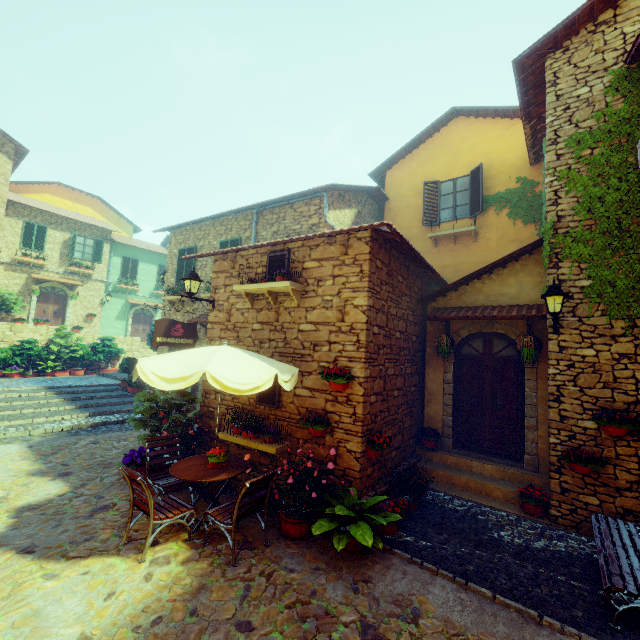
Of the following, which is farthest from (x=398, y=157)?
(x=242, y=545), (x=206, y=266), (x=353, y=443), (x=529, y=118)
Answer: (x=242, y=545)

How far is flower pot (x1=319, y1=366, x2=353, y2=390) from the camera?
5.4 meters

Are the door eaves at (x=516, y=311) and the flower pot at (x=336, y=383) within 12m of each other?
yes

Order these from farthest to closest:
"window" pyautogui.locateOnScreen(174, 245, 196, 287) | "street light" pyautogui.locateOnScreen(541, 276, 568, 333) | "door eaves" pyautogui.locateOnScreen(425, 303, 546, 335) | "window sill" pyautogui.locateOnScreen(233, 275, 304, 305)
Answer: "window" pyautogui.locateOnScreen(174, 245, 196, 287) → "door eaves" pyautogui.locateOnScreen(425, 303, 546, 335) → "window sill" pyautogui.locateOnScreen(233, 275, 304, 305) → "street light" pyautogui.locateOnScreen(541, 276, 568, 333)

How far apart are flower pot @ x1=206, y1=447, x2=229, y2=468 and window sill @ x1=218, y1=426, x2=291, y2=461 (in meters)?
0.77

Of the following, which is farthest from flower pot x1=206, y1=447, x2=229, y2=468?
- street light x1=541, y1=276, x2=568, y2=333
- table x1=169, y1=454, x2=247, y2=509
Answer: street light x1=541, y1=276, x2=568, y2=333

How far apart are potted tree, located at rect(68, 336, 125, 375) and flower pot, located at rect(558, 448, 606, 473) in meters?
18.9 m

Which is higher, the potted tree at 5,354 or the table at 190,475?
the potted tree at 5,354
